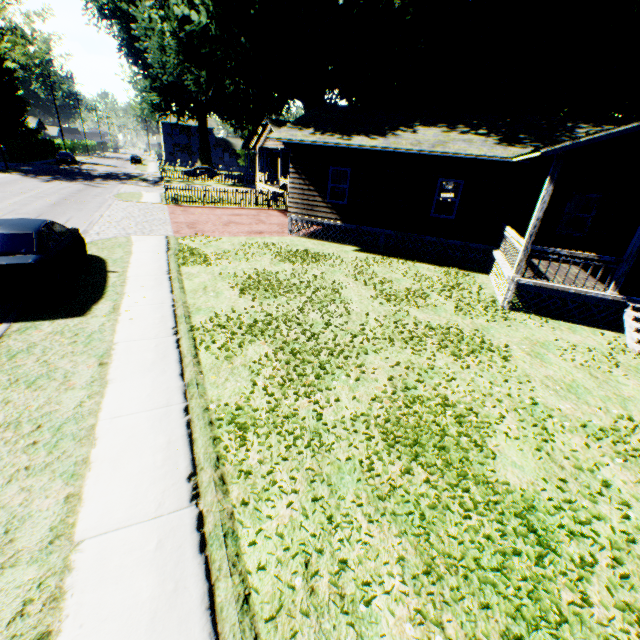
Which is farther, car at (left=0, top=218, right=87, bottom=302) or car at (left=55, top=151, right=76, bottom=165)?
car at (left=55, top=151, right=76, bottom=165)

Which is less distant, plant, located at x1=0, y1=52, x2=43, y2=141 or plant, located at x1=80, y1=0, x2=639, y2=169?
plant, located at x1=80, y1=0, x2=639, y2=169

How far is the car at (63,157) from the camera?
44.72m

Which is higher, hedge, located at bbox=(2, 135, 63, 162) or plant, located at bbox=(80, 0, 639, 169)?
plant, located at bbox=(80, 0, 639, 169)

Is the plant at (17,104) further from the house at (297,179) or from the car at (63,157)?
the car at (63,157)

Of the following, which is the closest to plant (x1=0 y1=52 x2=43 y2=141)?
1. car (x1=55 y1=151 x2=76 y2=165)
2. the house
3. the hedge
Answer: the house

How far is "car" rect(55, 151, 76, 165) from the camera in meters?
44.7 m

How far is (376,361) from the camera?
6.8m
